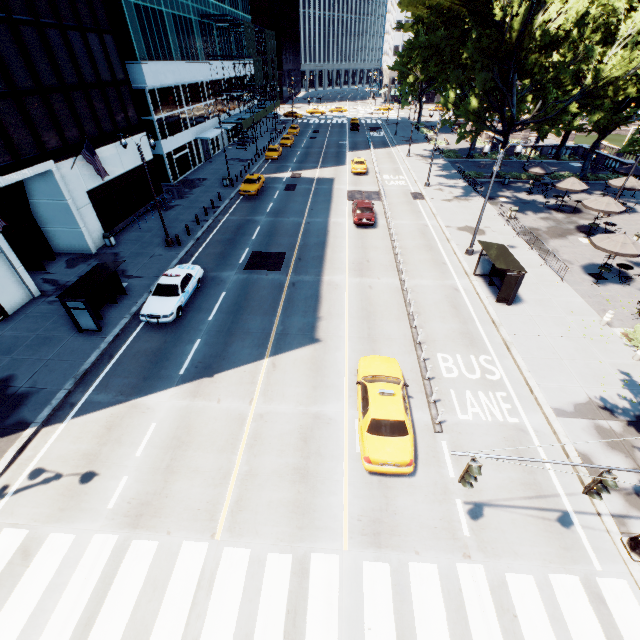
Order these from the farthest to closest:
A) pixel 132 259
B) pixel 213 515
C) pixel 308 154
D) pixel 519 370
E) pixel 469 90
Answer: pixel 308 154
pixel 469 90
pixel 132 259
pixel 519 370
pixel 213 515

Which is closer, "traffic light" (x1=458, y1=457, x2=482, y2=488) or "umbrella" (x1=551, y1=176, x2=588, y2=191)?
"traffic light" (x1=458, y1=457, x2=482, y2=488)

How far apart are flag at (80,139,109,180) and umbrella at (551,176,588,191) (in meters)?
36.52

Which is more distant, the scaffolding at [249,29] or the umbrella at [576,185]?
the scaffolding at [249,29]

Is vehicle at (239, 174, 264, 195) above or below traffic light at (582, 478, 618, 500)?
below

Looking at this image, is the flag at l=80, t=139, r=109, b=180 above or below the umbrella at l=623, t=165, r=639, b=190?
above

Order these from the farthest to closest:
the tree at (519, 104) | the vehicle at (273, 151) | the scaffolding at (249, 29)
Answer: the vehicle at (273, 151), the scaffolding at (249, 29), the tree at (519, 104)

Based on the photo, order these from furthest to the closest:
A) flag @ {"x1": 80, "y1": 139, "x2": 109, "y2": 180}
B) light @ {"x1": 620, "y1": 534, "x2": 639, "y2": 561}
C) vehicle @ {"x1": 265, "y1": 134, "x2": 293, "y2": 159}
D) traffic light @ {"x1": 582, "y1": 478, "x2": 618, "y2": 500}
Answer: vehicle @ {"x1": 265, "y1": 134, "x2": 293, "y2": 159}
flag @ {"x1": 80, "y1": 139, "x2": 109, "y2": 180}
light @ {"x1": 620, "y1": 534, "x2": 639, "y2": 561}
traffic light @ {"x1": 582, "y1": 478, "x2": 618, "y2": 500}
